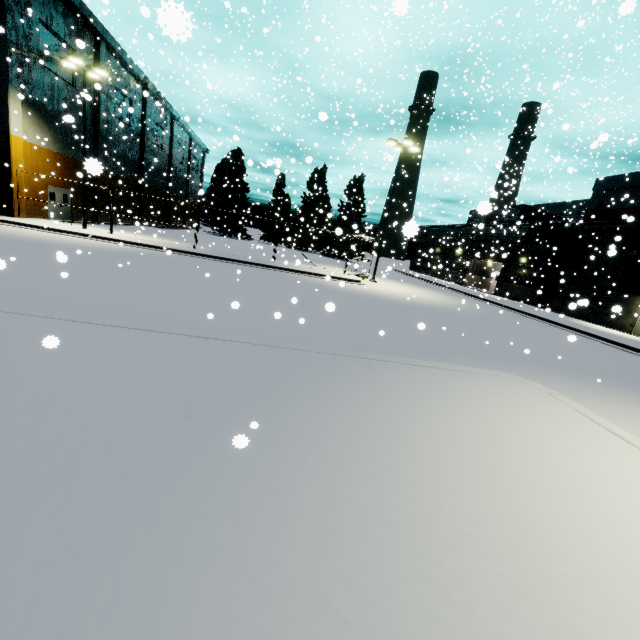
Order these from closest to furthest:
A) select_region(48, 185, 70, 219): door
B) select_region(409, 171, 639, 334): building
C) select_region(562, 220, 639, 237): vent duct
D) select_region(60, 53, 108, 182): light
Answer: select_region(60, 53, 108, 182): light, select_region(562, 220, 639, 237): vent duct, select_region(409, 171, 639, 334): building, select_region(48, 185, 70, 219): door

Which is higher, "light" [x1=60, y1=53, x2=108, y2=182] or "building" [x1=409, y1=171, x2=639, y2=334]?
"light" [x1=60, y1=53, x2=108, y2=182]

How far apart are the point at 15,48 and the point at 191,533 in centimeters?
2985cm

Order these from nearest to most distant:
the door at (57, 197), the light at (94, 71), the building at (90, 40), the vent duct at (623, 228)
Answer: the light at (94, 71)
the building at (90, 40)
the vent duct at (623, 228)
the door at (57, 197)

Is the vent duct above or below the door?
above

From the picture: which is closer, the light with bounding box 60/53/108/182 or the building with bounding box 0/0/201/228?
the light with bounding box 60/53/108/182

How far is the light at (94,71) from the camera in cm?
1853

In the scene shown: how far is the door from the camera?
24.5 meters
